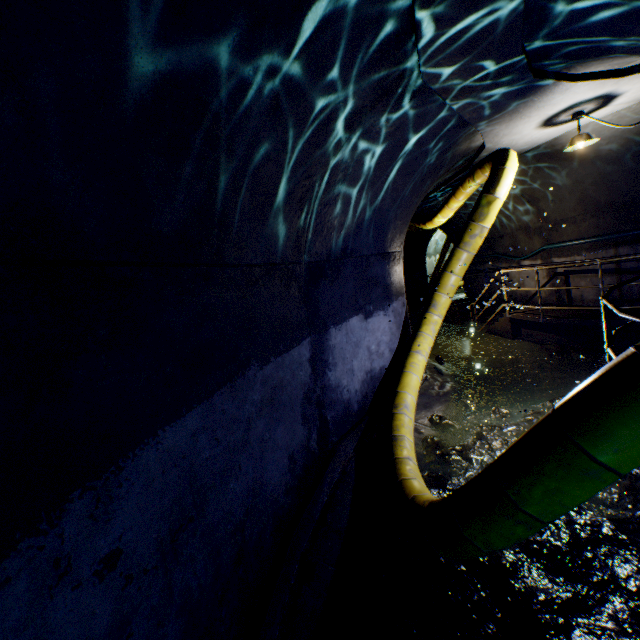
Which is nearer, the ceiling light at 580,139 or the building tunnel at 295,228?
the building tunnel at 295,228

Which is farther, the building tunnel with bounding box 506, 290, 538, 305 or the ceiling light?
the building tunnel with bounding box 506, 290, 538, 305

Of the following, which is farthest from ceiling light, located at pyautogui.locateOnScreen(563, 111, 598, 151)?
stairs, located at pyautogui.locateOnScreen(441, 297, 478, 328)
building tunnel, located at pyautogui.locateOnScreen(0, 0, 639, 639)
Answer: stairs, located at pyautogui.locateOnScreen(441, 297, 478, 328)

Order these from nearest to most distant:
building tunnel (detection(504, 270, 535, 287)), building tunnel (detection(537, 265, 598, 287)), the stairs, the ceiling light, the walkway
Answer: the walkway < the ceiling light < building tunnel (detection(537, 265, 598, 287)) < building tunnel (detection(504, 270, 535, 287)) < the stairs

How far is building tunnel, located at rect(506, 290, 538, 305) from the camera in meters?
9.8 m

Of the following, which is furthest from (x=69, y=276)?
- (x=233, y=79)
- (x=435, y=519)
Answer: (x=435, y=519)

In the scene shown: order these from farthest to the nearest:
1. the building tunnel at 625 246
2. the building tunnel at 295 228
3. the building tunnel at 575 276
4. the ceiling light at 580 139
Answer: the building tunnel at 575 276, the building tunnel at 625 246, the ceiling light at 580 139, the building tunnel at 295 228

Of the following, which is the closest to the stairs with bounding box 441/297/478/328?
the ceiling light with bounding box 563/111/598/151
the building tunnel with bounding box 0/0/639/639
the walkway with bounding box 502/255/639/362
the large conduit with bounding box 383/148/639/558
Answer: the building tunnel with bounding box 0/0/639/639
